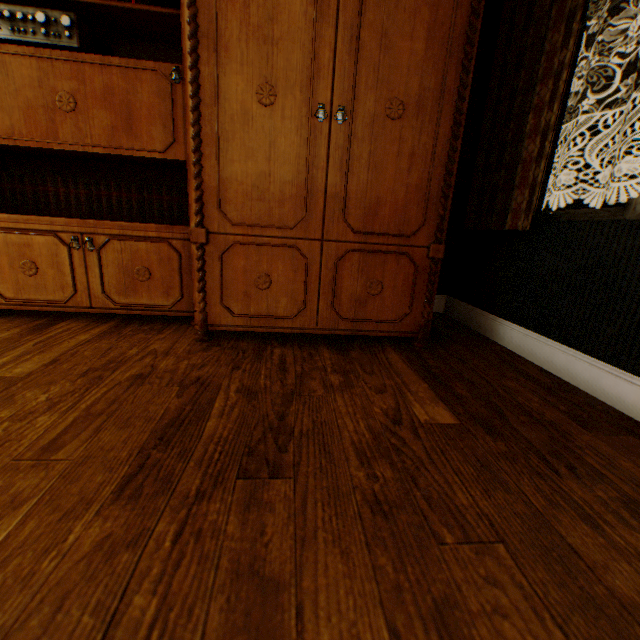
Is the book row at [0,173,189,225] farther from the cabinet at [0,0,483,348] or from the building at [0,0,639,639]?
the building at [0,0,639,639]

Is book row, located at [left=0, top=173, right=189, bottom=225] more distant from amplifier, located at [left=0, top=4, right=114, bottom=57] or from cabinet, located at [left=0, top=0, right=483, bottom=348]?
amplifier, located at [left=0, top=4, right=114, bottom=57]

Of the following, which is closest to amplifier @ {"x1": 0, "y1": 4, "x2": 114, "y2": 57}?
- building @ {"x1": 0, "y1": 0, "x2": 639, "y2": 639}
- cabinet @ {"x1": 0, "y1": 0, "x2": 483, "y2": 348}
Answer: cabinet @ {"x1": 0, "y1": 0, "x2": 483, "y2": 348}

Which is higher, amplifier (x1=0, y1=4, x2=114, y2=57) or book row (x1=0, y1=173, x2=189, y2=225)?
amplifier (x1=0, y1=4, x2=114, y2=57)

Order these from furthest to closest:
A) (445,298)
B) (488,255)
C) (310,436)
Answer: (445,298) < (488,255) < (310,436)

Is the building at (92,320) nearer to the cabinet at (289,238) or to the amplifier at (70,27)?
the cabinet at (289,238)

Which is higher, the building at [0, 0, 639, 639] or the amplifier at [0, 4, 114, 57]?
the amplifier at [0, 4, 114, 57]

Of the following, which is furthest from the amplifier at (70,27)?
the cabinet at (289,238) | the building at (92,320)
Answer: the building at (92,320)
